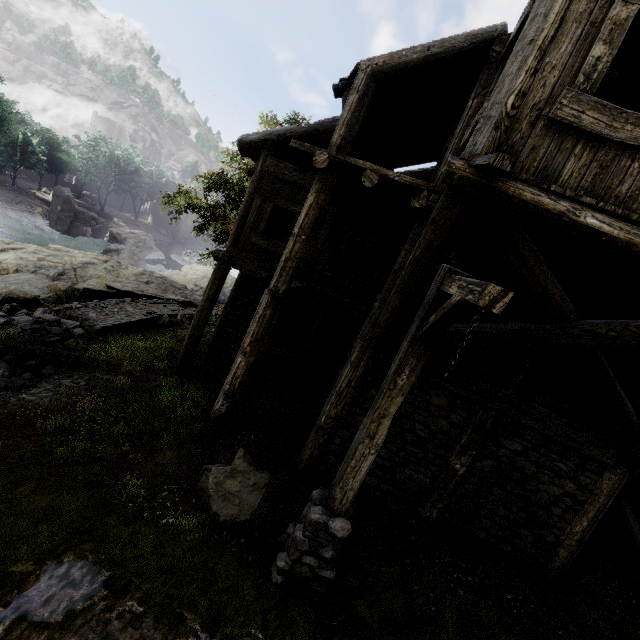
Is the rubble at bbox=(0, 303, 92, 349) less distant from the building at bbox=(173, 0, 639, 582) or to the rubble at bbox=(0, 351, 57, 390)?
the rubble at bbox=(0, 351, 57, 390)

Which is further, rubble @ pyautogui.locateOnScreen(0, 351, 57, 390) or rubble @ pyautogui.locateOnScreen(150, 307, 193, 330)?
rubble @ pyautogui.locateOnScreen(150, 307, 193, 330)

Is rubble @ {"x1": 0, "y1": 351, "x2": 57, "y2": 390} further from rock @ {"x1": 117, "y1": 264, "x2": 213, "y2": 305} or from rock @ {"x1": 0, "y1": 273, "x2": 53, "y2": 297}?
rock @ {"x1": 117, "y1": 264, "x2": 213, "y2": 305}

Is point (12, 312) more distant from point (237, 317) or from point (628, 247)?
point (628, 247)

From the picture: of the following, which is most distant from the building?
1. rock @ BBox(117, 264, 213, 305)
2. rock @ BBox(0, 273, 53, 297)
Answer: rock @ BBox(0, 273, 53, 297)

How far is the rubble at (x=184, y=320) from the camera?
15.5m

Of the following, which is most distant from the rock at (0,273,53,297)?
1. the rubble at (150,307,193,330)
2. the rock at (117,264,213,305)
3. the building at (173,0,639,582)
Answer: the rubble at (150,307,193,330)

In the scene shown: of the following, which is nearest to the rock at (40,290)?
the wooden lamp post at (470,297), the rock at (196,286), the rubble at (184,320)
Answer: the rock at (196,286)
